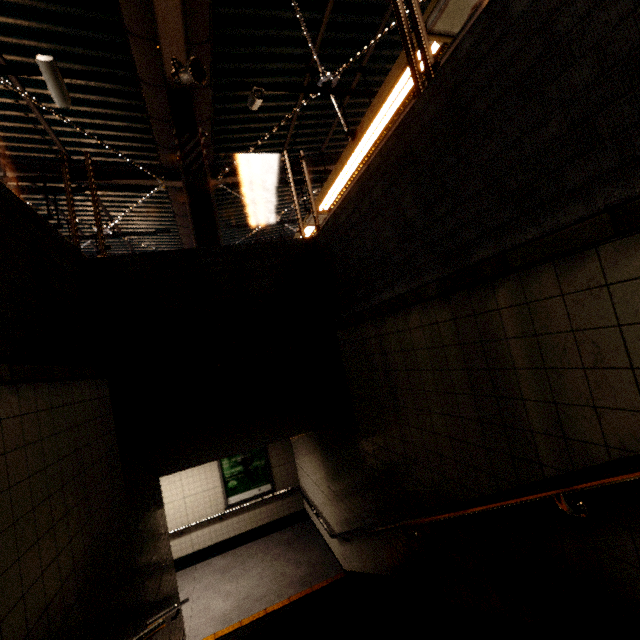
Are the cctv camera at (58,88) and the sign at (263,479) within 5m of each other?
no

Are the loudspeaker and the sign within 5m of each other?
no

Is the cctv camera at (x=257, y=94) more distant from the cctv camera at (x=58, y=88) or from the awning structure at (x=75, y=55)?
the cctv camera at (x=58, y=88)

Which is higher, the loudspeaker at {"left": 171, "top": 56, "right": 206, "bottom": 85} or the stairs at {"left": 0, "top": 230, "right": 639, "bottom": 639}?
the loudspeaker at {"left": 171, "top": 56, "right": 206, "bottom": 85}

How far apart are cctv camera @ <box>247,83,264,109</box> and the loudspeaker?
0.7 meters

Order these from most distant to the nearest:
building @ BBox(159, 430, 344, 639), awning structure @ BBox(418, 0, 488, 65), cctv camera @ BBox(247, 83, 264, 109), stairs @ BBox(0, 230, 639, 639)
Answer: building @ BBox(159, 430, 344, 639)
cctv camera @ BBox(247, 83, 264, 109)
awning structure @ BBox(418, 0, 488, 65)
stairs @ BBox(0, 230, 639, 639)

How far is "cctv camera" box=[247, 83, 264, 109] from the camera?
4.6m

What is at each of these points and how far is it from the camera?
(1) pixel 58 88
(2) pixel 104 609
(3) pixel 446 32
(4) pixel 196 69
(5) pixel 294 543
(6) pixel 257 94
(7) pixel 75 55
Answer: (1) cctv camera, 3.87m
(2) stairs, 1.98m
(3) awning structure, 3.51m
(4) loudspeaker, 3.95m
(5) building, 7.90m
(6) cctv camera, 4.59m
(7) awning structure, 4.21m
